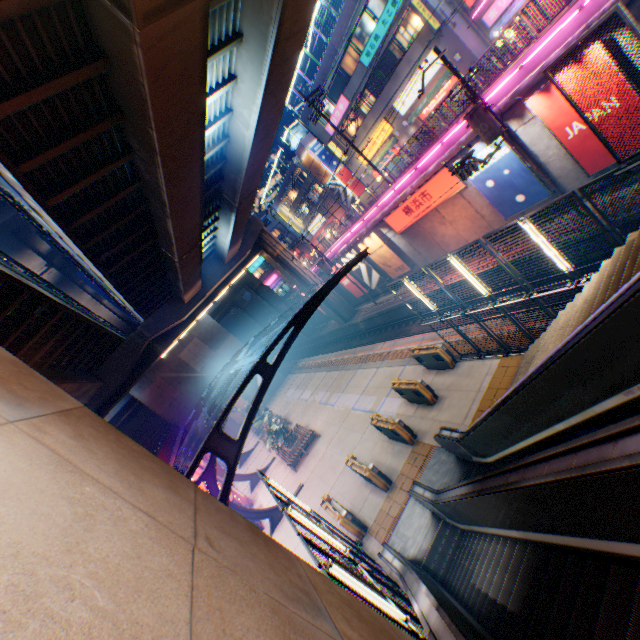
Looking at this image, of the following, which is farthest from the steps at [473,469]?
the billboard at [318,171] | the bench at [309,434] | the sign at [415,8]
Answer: the billboard at [318,171]

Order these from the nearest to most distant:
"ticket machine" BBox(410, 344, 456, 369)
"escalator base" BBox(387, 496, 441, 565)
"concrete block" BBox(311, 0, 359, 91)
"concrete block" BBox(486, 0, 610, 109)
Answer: "escalator base" BBox(387, 496, 441, 565) → "concrete block" BBox(486, 0, 610, 109) → "ticket machine" BBox(410, 344, 456, 369) → "concrete block" BBox(311, 0, 359, 91)

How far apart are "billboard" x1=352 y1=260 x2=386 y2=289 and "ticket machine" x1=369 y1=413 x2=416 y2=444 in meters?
16.8

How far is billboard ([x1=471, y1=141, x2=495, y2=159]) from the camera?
15.6m

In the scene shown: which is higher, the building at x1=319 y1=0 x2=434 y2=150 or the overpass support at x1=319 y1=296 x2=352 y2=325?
the building at x1=319 y1=0 x2=434 y2=150

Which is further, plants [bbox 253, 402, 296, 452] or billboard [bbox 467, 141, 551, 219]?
plants [bbox 253, 402, 296, 452]

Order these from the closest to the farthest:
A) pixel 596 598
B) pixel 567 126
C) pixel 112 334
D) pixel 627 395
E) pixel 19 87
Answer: pixel 596 598, pixel 627 395, pixel 19 87, pixel 567 126, pixel 112 334

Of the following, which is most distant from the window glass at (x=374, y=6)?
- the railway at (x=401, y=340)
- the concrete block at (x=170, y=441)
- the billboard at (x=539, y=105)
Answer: the concrete block at (x=170, y=441)
